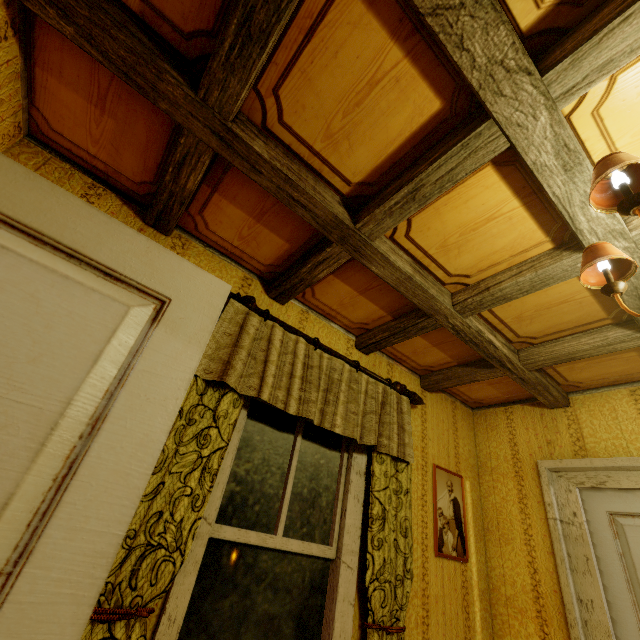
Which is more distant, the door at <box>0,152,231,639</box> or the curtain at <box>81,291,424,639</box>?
the curtain at <box>81,291,424,639</box>

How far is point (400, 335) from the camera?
2.35m

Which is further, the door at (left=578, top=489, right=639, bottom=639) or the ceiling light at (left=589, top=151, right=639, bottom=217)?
the door at (left=578, top=489, right=639, bottom=639)

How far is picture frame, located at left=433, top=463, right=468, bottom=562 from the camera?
2.4m

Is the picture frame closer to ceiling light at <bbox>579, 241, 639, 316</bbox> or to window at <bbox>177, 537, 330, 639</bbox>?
window at <bbox>177, 537, 330, 639</bbox>

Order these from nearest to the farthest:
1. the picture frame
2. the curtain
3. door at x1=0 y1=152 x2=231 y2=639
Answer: door at x1=0 y1=152 x2=231 y2=639
the curtain
the picture frame

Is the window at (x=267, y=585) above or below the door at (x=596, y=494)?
below

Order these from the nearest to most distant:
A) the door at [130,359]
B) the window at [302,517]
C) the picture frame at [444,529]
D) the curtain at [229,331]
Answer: the door at [130,359] < the curtain at [229,331] < the window at [302,517] < the picture frame at [444,529]
